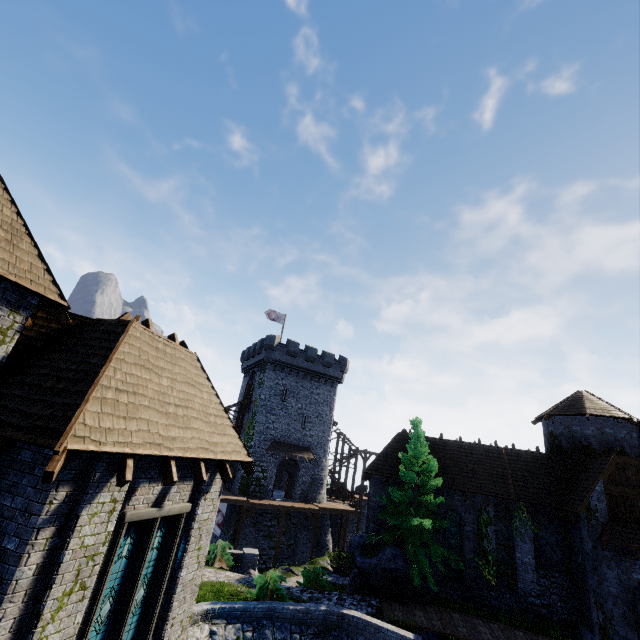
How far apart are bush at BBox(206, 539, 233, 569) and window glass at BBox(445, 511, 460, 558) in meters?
13.0

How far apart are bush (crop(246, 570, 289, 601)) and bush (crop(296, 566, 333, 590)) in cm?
403

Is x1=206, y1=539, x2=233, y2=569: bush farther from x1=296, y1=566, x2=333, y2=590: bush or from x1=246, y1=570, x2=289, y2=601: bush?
x1=246, y1=570, x2=289, y2=601: bush

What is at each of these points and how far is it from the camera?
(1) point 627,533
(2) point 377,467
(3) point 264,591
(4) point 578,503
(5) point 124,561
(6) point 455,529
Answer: (1) awning, 16.03m
(2) building, 23.19m
(3) bush, 14.09m
(4) building, 17.81m
(5) window glass, 7.41m
(6) window glass, 21.00m

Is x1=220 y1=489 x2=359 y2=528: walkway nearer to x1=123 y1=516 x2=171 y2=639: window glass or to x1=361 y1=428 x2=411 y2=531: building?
x1=361 y1=428 x2=411 y2=531: building

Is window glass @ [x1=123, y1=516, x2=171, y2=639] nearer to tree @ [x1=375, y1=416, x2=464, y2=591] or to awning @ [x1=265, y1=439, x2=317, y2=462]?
tree @ [x1=375, y1=416, x2=464, y2=591]

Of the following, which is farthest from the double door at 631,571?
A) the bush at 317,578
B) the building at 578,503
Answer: the bush at 317,578

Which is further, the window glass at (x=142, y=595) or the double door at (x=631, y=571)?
the double door at (x=631, y=571)
